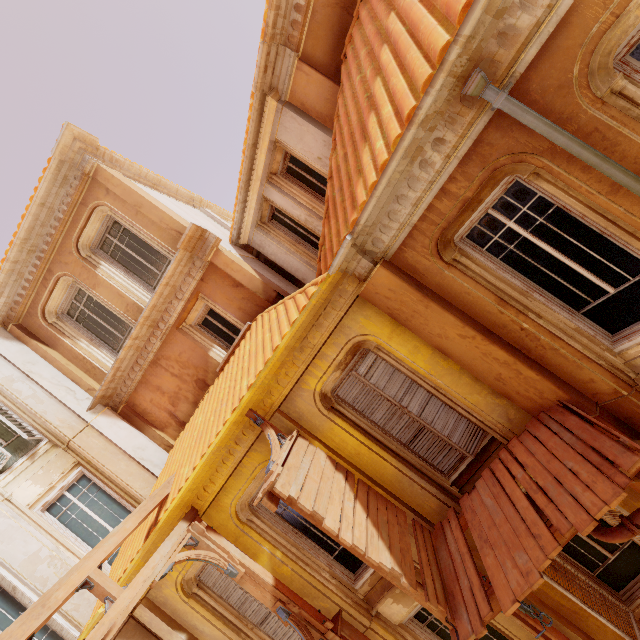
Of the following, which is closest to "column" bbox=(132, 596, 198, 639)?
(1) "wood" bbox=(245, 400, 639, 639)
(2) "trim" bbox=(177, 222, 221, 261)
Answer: (1) "wood" bbox=(245, 400, 639, 639)

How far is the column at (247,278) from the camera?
7.89m

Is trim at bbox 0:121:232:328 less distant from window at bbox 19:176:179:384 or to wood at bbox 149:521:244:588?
window at bbox 19:176:179:384

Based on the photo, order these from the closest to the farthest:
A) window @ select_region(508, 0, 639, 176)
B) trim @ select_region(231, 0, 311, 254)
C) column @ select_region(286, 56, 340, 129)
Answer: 1. window @ select_region(508, 0, 639, 176)
2. trim @ select_region(231, 0, 311, 254)
3. column @ select_region(286, 56, 340, 129)

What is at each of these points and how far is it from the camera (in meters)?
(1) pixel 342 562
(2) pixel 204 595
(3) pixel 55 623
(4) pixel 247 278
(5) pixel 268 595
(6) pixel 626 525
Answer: (1) window, 6.59
(2) window, 6.84
(3) shutter, 6.45
(4) column, 7.94
(5) trim, 5.81
(6) pipe, 3.84

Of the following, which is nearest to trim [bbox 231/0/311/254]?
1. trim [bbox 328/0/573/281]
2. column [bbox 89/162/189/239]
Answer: column [bbox 89/162/189/239]

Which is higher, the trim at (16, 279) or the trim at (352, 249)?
the trim at (16, 279)

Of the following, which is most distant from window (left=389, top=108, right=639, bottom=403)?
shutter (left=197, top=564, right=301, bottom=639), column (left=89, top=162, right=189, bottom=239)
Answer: shutter (left=197, top=564, right=301, bottom=639)
